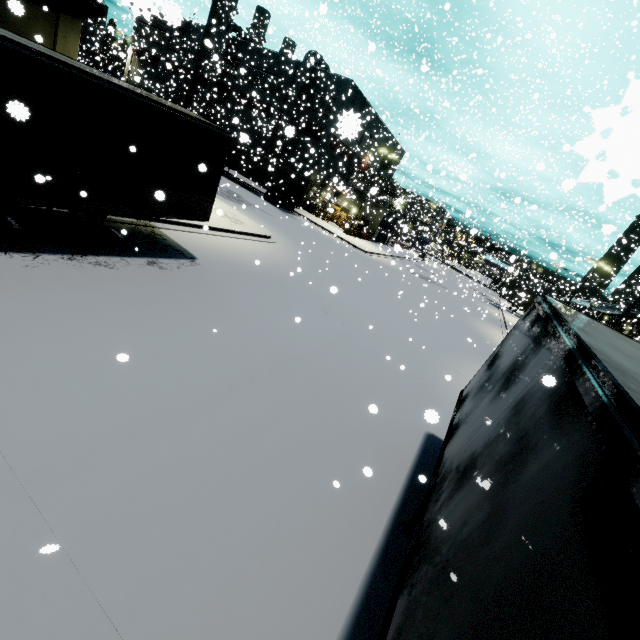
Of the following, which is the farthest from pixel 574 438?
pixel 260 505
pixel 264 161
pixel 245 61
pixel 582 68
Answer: pixel 582 68

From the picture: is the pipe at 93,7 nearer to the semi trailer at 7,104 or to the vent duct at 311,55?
the semi trailer at 7,104

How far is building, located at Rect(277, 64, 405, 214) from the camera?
23.9 meters

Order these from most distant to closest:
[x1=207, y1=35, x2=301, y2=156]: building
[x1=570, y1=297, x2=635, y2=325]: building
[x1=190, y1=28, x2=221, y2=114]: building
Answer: [x1=207, y1=35, x2=301, y2=156]: building < [x1=570, y1=297, x2=635, y2=325]: building < [x1=190, y1=28, x2=221, y2=114]: building

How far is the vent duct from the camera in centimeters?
2764cm

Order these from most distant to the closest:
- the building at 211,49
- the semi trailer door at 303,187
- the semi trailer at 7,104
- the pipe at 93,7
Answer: the semi trailer door at 303,187 → the building at 211,49 → the pipe at 93,7 → the semi trailer at 7,104

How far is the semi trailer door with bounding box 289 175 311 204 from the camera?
32.12m
